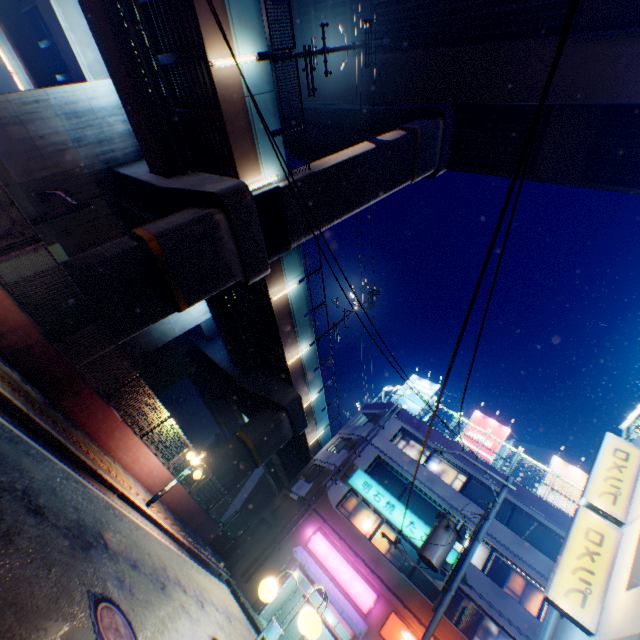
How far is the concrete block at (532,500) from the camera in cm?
1888

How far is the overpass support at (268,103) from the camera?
11.80m

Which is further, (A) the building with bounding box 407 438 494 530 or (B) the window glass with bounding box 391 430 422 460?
(B) the window glass with bounding box 391 430 422 460

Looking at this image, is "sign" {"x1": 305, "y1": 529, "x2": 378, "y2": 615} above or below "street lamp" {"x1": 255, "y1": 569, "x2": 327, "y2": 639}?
above

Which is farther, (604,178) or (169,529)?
(604,178)

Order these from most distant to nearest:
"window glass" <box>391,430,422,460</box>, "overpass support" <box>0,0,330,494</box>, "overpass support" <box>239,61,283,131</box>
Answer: "window glass" <box>391,430,422,460</box> → "overpass support" <box>239,61,283,131</box> → "overpass support" <box>0,0,330,494</box>

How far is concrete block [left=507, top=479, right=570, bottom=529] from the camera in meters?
18.9 m

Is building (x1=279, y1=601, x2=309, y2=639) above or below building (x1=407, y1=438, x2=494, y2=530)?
below
